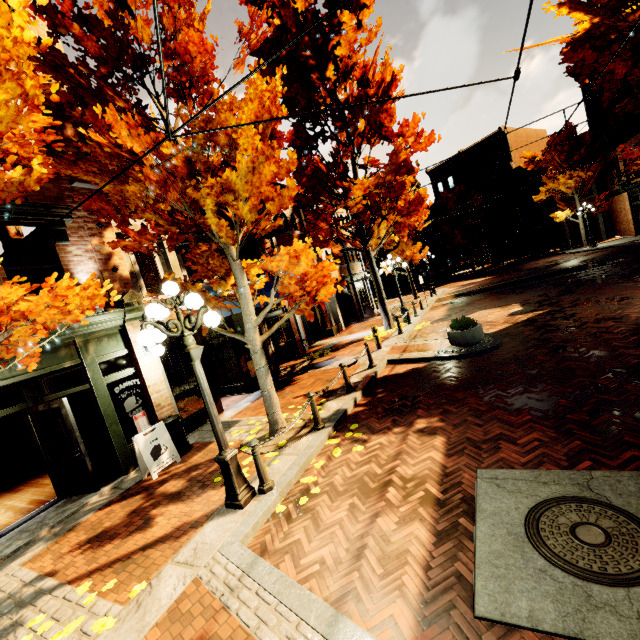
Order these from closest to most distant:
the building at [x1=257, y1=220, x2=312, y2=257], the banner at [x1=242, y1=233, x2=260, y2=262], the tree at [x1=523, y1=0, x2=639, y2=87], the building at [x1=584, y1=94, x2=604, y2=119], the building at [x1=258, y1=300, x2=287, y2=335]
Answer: the tree at [x1=523, y1=0, x2=639, y2=87] < the banner at [x1=242, y1=233, x2=260, y2=262] < the building at [x1=258, y1=300, x2=287, y2=335] < the building at [x1=257, y1=220, x2=312, y2=257] < the building at [x1=584, y1=94, x2=604, y2=119]

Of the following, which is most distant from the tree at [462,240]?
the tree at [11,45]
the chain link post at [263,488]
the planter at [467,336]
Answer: the chain link post at [263,488]

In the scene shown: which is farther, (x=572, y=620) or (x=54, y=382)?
(x=54, y=382)

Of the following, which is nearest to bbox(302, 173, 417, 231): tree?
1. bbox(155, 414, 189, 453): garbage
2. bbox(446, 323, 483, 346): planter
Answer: bbox(155, 414, 189, 453): garbage

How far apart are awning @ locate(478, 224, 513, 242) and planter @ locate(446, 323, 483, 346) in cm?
3000

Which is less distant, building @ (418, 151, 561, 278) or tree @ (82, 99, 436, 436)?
tree @ (82, 99, 436, 436)

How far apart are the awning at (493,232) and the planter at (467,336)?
30.0m

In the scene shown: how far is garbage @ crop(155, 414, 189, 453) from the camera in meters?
7.9
